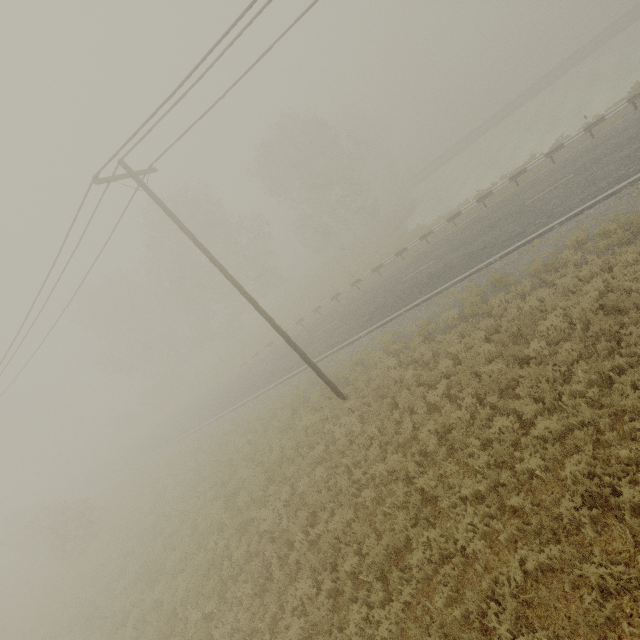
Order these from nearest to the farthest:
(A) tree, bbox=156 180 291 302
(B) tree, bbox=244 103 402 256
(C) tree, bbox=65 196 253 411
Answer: (A) tree, bbox=156 180 291 302 < (C) tree, bbox=65 196 253 411 < (B) tree, bbox=244 103 402 256

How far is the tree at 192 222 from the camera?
32.75m

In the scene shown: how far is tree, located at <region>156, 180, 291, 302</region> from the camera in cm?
3275

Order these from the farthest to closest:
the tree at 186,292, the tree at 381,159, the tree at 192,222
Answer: the tree at 381,159 < the tree at 186,292 < the tree at 192,222

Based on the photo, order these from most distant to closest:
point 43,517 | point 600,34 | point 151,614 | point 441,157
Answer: point 441,157 < point 600,34 < point 43,517 < point 151,614

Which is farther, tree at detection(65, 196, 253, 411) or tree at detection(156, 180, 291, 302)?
tree at detection(65, 196, 253, 411)
